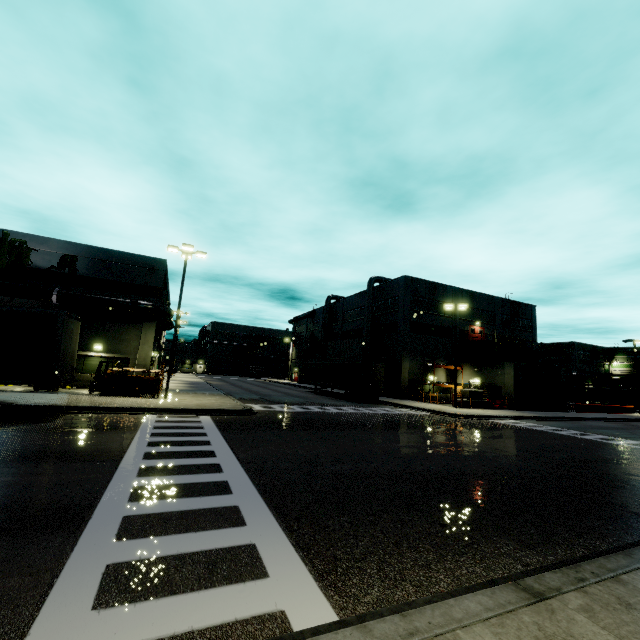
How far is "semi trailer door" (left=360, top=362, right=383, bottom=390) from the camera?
30.6 meters

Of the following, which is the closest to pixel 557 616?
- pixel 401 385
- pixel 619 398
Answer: pixel 401 385

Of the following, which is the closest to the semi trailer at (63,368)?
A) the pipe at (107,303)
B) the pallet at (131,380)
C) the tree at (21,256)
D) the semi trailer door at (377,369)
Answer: the semi trailer door at (377,369)

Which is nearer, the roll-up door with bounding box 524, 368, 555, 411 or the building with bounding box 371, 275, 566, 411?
the roll-up door with bounding box 524, 368, 555, 411

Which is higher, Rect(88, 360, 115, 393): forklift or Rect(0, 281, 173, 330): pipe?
Rect(0, 281, 173, 330): pipe

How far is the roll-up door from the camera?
34.6 meters

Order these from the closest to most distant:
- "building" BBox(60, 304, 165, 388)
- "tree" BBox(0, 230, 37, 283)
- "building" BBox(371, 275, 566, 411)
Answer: "tree" BBox(0, 230, 37, 283) → "building" BBox(60, 304, 165, 388) → "building" BBox(371, 275, 566, 411)

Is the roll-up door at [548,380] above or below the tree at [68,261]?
below
